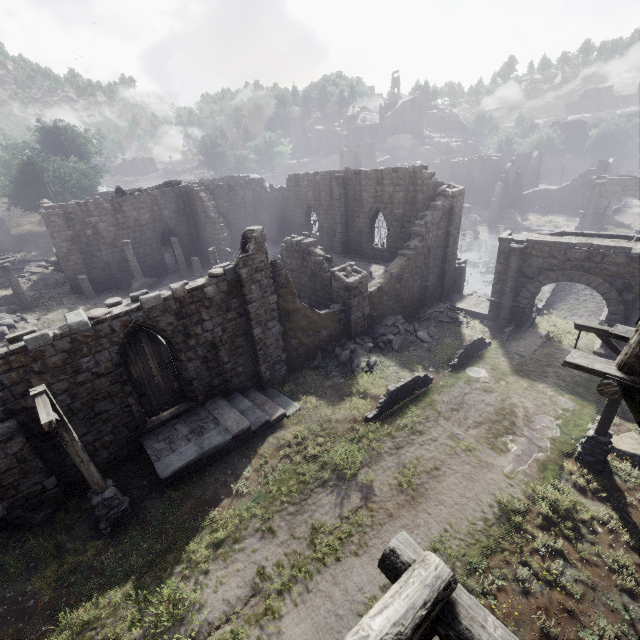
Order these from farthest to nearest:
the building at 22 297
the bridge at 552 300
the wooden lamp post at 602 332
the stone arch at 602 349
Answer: the bridge at 552 300
the building at 22 297
the stone arch at 602 349
the wooden lamp post at 602 332

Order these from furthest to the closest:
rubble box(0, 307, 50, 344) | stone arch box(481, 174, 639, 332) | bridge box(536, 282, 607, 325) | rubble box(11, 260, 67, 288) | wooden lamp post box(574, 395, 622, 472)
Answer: rubble box(11, 260, 67, 288) < bridge box(536, 282, 607, 325) < rubble box(0, 307, 50, 344) < stone arch box(481, 174, 639, 332) < wooden lamp post box(574, 395, 622, 472)

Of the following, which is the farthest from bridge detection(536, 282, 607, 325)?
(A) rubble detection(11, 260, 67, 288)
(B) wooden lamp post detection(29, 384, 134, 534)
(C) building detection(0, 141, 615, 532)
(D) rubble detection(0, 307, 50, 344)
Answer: (A) rubble detection(11, 260, 67, 288)

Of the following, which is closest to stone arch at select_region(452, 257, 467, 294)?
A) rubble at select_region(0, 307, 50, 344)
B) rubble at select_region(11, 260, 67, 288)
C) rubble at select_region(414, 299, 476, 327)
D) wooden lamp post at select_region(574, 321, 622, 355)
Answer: rubble at select_region(414, 299, 476, 327)

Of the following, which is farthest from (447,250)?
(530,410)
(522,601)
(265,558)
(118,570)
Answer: (118,570)

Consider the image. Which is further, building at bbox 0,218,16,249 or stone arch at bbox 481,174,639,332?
building at bbox 0,218,16,249

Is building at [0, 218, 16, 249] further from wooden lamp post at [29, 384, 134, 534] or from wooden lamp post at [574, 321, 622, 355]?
wooden lamp post at [29, 384, 134, 534]

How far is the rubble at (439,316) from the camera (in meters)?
20.30
